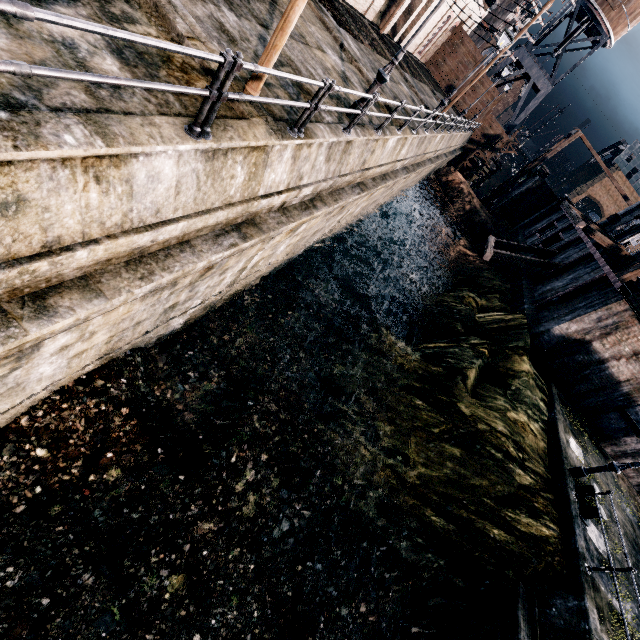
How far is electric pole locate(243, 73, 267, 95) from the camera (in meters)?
6.34

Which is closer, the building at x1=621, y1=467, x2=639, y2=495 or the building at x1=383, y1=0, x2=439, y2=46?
the building at x1=621, y1=467, x2=639, y2=495

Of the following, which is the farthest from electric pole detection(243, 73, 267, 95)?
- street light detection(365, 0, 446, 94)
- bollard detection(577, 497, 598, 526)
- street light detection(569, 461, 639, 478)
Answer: bollard detection(577, 497, 598, 526)

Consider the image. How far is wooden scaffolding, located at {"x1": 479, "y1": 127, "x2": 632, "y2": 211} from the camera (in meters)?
37.75

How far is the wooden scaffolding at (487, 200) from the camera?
37.75m

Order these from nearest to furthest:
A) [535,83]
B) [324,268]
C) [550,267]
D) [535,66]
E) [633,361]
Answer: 1. [633,361]
2. [324,268]
3. [550,267]
4. [535,66]
5. [535,83]

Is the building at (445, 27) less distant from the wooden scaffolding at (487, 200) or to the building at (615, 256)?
the wooden scaffolding at (487, 200)

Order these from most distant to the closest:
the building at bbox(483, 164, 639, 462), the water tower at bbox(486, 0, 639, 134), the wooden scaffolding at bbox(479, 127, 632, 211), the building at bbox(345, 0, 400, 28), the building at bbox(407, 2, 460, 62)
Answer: the wooden scaffolding at bbox(479, 127, 632, 211), the water tower at bbox(486, 0, 639, 134), the building at bbox(407, 2, 460, 62), the building at bbox(345, 0, 400, 28), the building at bbox(483, 164, 639, 462)
